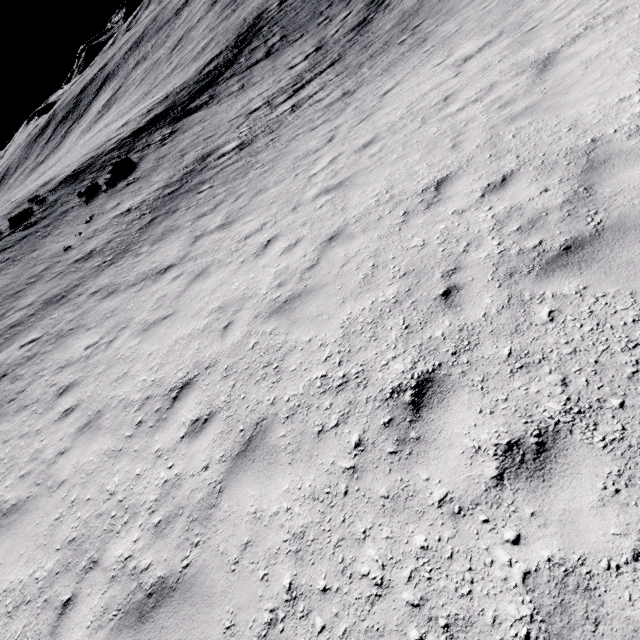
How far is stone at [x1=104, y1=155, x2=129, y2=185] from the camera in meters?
21.6

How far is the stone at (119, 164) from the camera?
21.61m

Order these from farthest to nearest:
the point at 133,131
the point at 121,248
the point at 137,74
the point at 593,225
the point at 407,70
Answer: the point at 137,74 → the point at 133,131 → the point at 121,248 → the point at 407,70 → the point at 593,225
